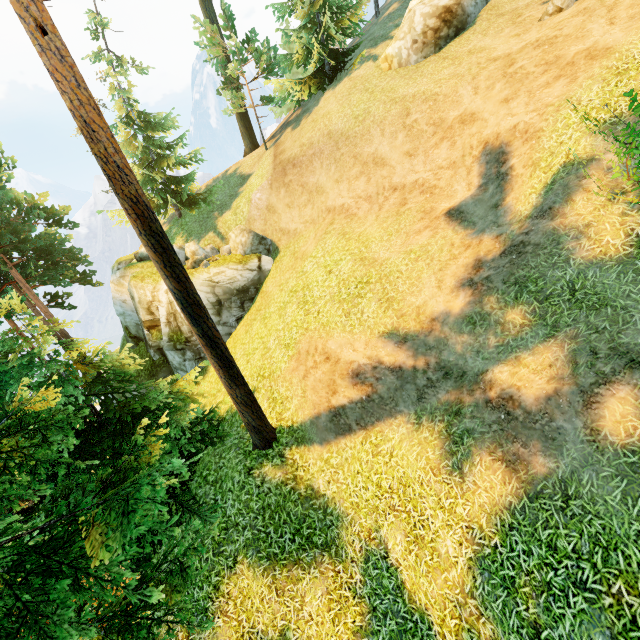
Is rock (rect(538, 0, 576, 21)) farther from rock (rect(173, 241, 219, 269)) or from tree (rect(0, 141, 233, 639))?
rock (rect(173, 241, 219, 269))

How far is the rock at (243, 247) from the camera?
18.3 meters

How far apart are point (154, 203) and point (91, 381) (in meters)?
17.62

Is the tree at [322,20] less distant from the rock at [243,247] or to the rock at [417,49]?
the rock at [417,49]

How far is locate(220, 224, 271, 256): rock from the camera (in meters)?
18.30

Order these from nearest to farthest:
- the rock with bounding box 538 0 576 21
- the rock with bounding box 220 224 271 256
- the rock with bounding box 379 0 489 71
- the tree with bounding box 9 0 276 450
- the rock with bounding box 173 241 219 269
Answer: the tree with bounding box 9 0 276 450 → the rock with bounding box 538 0 576 21 → the rock with bounding box 379 0 489 71 → the rock with bounding box 173 241 219 269 → the rock with bounding box 220 224 271 256

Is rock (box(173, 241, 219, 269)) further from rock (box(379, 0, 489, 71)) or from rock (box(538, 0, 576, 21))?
rock (box(538, 0, 576, 21))

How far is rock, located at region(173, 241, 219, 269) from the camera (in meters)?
17.59
